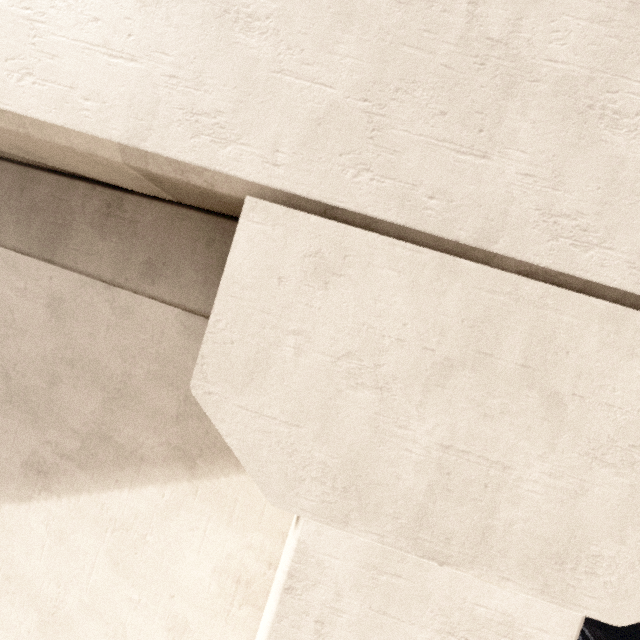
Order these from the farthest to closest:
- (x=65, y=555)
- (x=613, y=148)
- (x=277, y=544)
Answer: (x=65, y=555), (x=277, y=544), (x=613, y=148)
